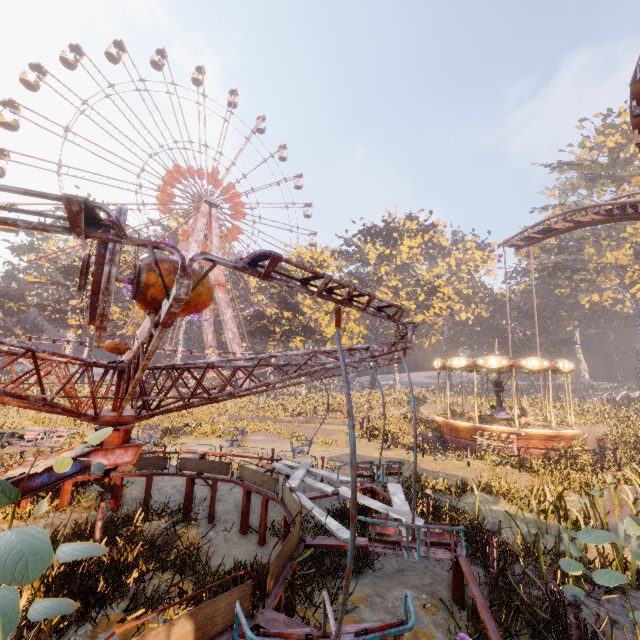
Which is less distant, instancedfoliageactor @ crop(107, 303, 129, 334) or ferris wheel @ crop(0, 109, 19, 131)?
ferris wheel @ crop(0, 109, 19, 131)

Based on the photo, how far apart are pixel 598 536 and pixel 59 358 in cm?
796

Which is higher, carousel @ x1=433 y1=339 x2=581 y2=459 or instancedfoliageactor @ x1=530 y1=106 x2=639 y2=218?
instancedfoliageactor @ x1=530 y1=106 x2=639 y2=218

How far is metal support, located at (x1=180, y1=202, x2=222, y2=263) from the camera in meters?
42.1 m

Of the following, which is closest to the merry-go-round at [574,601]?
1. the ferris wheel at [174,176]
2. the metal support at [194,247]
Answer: the metal support at [194,247]

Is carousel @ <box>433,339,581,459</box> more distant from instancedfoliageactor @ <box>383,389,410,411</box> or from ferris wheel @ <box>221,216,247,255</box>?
ferris wheel @ <box>221,216,247,255</box>

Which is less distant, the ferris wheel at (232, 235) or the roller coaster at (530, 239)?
the roller coaster at (530, 239)

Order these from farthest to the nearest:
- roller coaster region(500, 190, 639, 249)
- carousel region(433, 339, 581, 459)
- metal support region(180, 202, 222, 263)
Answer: metal support region(180, 202, 222, 263)
carousel region(433, 339, 581, 459)
roller coaster region(500, 190, 639, 249)
